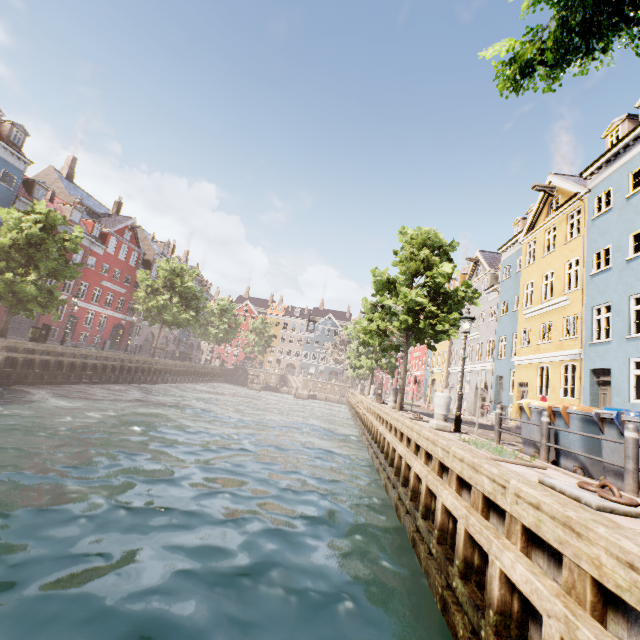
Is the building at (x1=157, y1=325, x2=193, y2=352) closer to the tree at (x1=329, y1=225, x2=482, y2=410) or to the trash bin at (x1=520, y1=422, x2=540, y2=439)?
the tree at (x1=329, y1=225, x2=482, y2=410)

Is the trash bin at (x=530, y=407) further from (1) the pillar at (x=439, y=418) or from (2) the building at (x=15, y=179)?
(2) the building at (x=15, y=179)

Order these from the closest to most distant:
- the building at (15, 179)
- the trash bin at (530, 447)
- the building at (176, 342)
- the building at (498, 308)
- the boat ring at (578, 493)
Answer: the boat ring at (578, 493) → the trash bin at (530, 447) → the building at (498, 308) → the building at (15, 179) → the building at (176, 342)

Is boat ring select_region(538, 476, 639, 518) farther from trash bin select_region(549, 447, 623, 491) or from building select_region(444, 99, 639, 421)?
building select_region(444, 99, 639, 421)

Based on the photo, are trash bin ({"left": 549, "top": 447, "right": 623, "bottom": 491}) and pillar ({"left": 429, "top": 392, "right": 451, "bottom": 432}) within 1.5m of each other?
no

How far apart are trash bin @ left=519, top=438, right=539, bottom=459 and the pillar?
1.7m

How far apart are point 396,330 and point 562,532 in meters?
14.0
